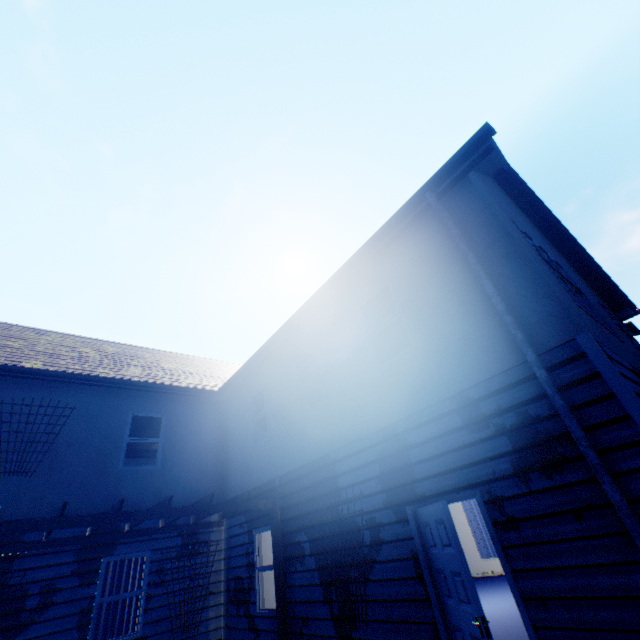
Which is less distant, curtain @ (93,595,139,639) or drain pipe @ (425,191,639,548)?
drain pipe @ (425,191,639,548)

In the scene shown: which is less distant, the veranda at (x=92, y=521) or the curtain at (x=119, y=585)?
the veranda at (x=92, y=521)

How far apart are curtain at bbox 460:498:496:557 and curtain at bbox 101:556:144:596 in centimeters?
1200cm

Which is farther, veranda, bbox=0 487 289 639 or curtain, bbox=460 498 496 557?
curtain, bbox=460 498 496 557

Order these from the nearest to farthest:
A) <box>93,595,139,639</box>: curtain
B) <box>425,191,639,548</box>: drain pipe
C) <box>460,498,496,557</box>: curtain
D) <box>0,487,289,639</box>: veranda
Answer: <box>425,191,639,548</box>: drain pipe, <box>0,487,289,639</box>: veranda, <box>93,595,139,639</box>: curtain, <box>460,498,496,557</box>: curtain

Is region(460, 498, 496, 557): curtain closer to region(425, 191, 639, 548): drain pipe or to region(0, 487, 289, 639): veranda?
region(0, 487, 289, 639): veranda

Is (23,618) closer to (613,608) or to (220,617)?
(220,617)

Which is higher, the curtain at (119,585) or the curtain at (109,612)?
the curtain at (119,585)
